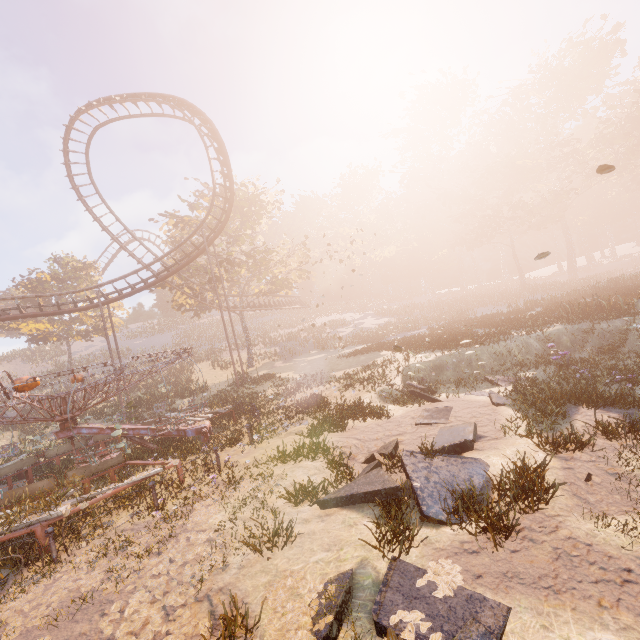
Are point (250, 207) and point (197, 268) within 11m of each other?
yes

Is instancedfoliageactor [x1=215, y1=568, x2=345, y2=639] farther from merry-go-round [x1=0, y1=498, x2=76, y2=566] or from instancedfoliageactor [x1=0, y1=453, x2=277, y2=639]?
merry-go-round [x1=0, y1=498, x2=76, y2=566]

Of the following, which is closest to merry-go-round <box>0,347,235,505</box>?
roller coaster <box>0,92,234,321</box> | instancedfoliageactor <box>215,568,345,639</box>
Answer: instancedfoliageactor <box>215,568,345,639</box>

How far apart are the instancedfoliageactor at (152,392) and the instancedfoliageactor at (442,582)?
27.69m

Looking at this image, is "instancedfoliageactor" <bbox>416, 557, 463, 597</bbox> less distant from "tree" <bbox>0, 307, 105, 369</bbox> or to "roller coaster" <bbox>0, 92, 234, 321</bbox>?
"roller coaster" <bbox>0, 92, 234, 321</bbox>

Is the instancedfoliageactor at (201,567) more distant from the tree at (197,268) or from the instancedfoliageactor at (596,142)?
the tree at (197,268)

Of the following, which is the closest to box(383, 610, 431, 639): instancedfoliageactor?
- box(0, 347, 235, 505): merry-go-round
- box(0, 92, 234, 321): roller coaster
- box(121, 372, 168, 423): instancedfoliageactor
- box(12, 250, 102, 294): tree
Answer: box(0, 347, 235, 505): merry-go-round

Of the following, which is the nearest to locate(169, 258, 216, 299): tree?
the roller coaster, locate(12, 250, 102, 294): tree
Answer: the roller coaster
